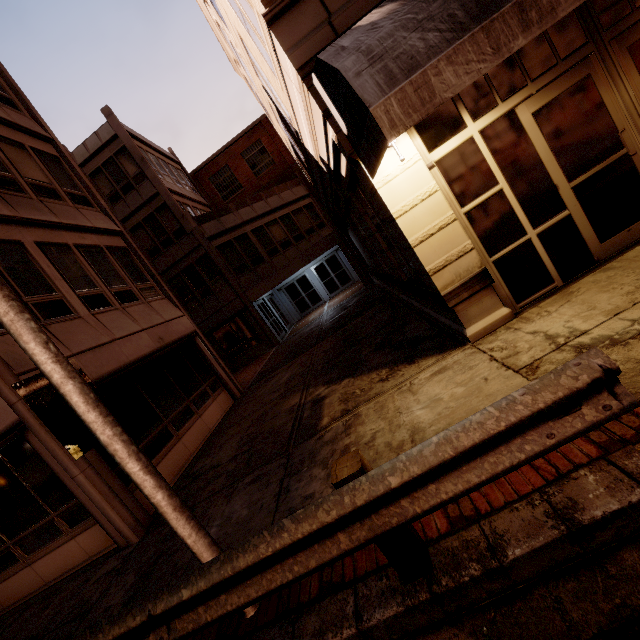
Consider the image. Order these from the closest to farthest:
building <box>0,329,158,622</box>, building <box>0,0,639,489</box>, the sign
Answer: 1. the sign
2. building <box>0,0,639,489</box>
3. building <box>0,329,158,622</box>

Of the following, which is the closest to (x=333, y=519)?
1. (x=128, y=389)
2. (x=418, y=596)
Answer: (x=418, y=596)

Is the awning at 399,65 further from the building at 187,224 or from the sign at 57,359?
the sign at 57,359

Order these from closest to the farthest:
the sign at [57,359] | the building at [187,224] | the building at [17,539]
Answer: the sign at [57,359] < the building at [187,224] < the building at [17,539]

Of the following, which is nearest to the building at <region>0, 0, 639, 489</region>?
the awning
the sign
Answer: the awning

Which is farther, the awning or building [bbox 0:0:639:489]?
building [bbox 0:0:639:489]
